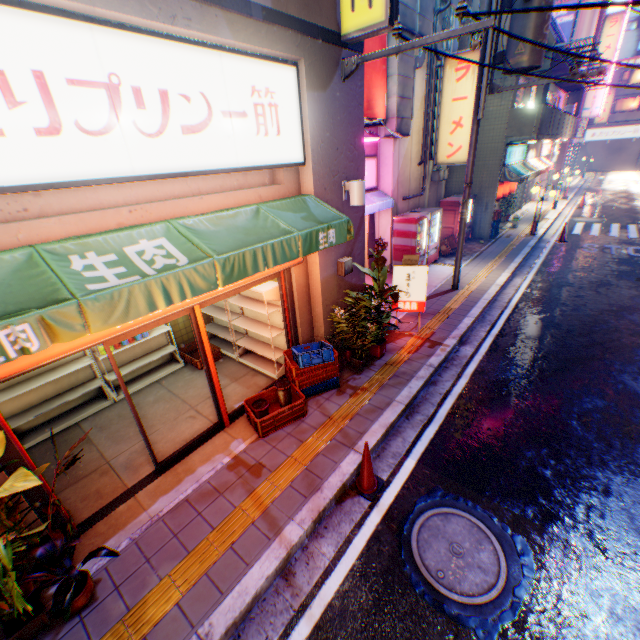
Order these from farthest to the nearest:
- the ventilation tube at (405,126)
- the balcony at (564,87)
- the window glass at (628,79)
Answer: the window glass at (628,79) < the balcony at (564,87) < the ventilation tube at (405,126)

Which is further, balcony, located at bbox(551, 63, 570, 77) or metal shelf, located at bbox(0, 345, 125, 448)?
balcony, located at bbox(551, 63, 570, 77)

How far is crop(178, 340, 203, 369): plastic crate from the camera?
7.3 meters

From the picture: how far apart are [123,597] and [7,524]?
1.4m

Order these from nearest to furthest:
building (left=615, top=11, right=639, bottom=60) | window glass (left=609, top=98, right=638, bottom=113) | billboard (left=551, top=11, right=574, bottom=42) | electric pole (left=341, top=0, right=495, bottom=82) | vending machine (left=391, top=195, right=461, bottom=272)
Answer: electric pole (left=341, top=0, right=495, bottom=82)
vending machine (left=391, top=195, right=461, bottom=272)
billboard (left=551, top=11, right=574, bottom=42)
window glass (left=609, top=98, right=638, bottom=113)
building (left=615, top=11, right=639, bottom=60)

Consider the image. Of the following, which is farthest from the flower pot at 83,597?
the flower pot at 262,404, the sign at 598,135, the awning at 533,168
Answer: the sign at 598,135

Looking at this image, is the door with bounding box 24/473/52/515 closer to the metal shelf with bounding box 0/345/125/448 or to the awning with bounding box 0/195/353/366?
the awning with bounding box 0/195/353/366

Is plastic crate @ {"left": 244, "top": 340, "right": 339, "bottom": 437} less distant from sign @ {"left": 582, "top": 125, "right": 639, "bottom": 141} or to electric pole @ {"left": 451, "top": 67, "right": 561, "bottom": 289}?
electric pole @ {"left": 451, "top": 67, "right": 561, "bottom": 289}
